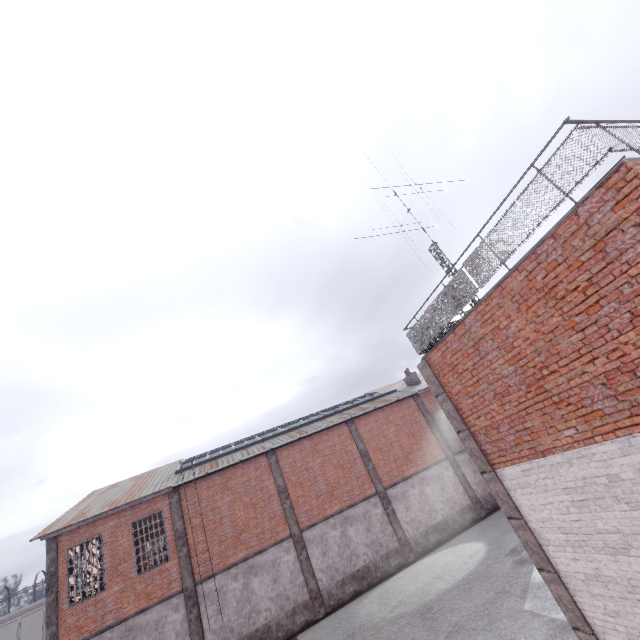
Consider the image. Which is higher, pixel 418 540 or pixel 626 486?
pixel 626 486

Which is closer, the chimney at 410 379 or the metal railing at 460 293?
the metal railing at 460 293

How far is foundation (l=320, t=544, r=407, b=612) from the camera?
17.6m

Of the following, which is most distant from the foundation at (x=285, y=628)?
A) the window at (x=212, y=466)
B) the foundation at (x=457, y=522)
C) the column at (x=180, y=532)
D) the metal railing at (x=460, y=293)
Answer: the metal railing at (x=460, y=293)

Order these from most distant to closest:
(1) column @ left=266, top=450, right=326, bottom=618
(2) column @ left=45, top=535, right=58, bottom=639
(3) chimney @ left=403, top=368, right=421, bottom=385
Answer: (3) chimney @ left=403, top=368, right=421, bottom=385 < (1) column @ left=266, top=450, right=326, bottom=618 < (2) column @ left=45, top=535, right=58, bottom=639

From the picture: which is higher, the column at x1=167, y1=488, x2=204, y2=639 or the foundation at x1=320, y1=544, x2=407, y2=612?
the column at x1=167, y1=488, x2=204, y2=639

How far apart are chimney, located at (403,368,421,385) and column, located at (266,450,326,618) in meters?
13.6 m

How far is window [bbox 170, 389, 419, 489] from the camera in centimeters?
2000cm
